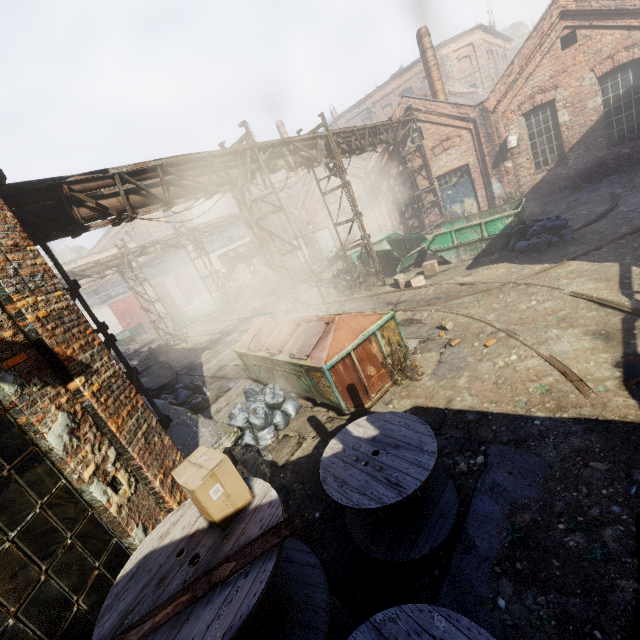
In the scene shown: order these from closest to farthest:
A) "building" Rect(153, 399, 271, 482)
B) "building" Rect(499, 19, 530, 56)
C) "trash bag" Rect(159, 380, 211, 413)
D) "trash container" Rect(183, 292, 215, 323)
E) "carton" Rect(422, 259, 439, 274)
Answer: "building" Rect(153, 399, 271, 482)
"trash bag" Rect(159, 380, 211, 413)
"carton" Rect(422, 259, 439, 274)
"trash container" Rect(183, 292, 215, 323)
"building" Rect(499, 19, 530, 56)

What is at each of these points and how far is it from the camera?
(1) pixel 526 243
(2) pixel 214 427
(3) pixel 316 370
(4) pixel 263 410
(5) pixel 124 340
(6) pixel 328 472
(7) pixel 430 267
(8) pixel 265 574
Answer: (1) trash bag, 10.4 meters
(2) building, 6.6 meters
(3) trash container, 6.3 meters
(4) trash bag, 7.0 meters
(5) container, 31.1 meters
(6) spool, 4.1 meters
(7) carton, 12.8 meters
(8) spool, 2.2 meters

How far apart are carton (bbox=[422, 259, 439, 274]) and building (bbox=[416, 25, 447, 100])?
11.5 meters

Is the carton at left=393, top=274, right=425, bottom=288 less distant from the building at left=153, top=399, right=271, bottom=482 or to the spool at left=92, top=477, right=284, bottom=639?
the building at left=153, top=399, right=271, bottom=482

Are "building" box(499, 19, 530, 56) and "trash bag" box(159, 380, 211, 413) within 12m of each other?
no

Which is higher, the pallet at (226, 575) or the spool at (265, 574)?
the pallet at (226, 575)

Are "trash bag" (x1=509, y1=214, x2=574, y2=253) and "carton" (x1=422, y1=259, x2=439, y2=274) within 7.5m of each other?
yes

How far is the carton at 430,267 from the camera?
12.8m
